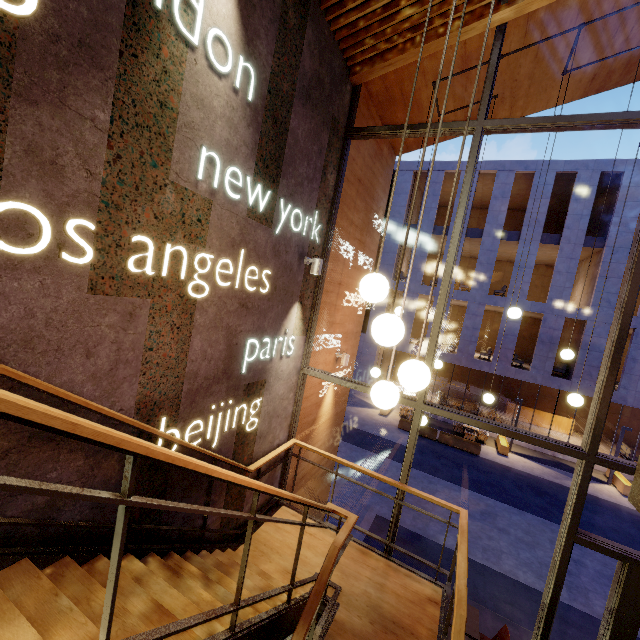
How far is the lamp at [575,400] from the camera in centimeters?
458cm

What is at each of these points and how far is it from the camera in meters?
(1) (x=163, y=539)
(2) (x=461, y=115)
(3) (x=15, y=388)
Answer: (1) building, 3.4 m
(2) building, 6.5 m
(3) building, 2.0 m

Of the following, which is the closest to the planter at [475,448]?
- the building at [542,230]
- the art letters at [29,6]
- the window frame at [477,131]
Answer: the building at [542,230]

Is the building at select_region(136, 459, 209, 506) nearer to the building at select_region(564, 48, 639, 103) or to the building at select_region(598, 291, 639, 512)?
the building at select_region(564, 48, 639, 103)

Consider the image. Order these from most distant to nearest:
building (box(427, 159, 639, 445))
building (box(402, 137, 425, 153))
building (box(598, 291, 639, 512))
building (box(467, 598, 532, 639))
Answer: building (box(427, 159, 639, 445)) → building (box(402, 137, 425, 153)) → building (box(467, 598, 532, 639)) → building (box(598, 291, 639, 512))

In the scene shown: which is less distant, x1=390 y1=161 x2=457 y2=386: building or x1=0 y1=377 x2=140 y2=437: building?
x1=0 y1=377 x2=140 y2=437: building

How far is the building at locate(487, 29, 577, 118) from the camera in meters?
5.1 m

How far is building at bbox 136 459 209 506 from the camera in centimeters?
301cm
